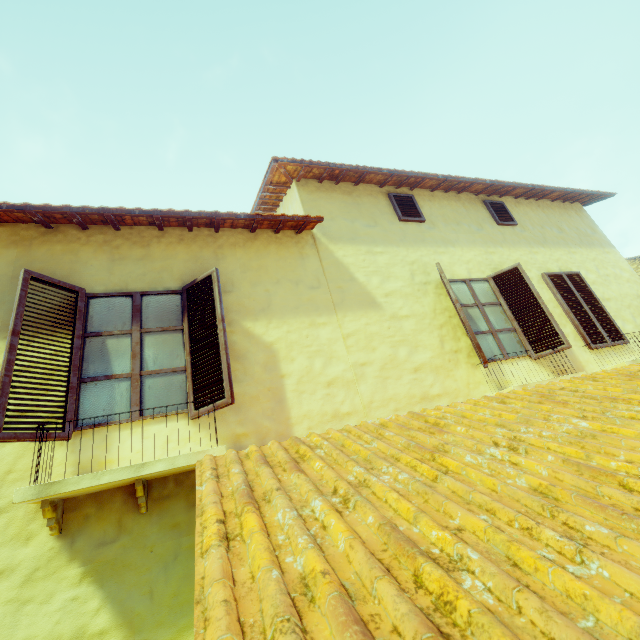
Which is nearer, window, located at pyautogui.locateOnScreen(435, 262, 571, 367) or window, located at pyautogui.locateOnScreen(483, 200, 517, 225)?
window, located at pyautogui.locateOnScreen(435, 262, 571, 367)

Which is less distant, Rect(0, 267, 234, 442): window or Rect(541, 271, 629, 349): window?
Rect(0, 267, 234, 442): window

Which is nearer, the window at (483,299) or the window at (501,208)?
the window at (483,299)

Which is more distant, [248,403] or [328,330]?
[328,330]

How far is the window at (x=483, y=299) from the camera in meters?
5.1 m

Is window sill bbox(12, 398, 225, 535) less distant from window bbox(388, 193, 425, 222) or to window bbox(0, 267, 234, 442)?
window bbox(0, 267, 234, 442)

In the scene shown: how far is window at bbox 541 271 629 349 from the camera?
5.9 meters

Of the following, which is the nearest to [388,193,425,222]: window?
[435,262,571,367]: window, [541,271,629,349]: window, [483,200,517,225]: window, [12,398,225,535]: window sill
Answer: [435,262,571,367]: window
